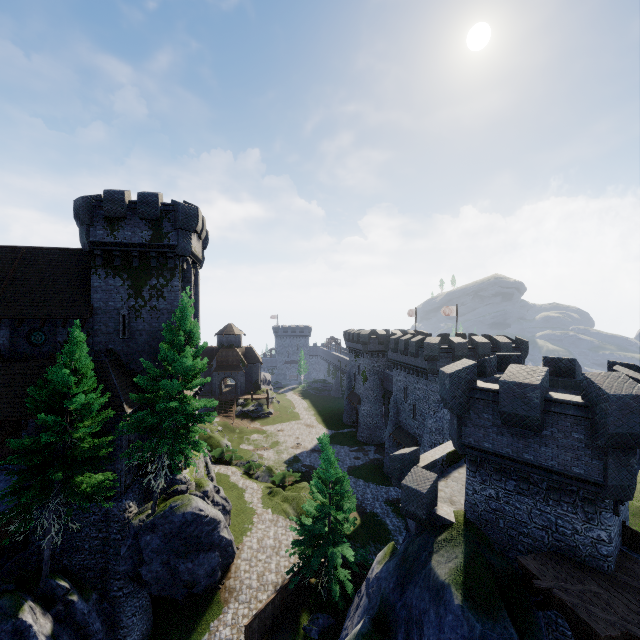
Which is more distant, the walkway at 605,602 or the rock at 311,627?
the rock at 311,627

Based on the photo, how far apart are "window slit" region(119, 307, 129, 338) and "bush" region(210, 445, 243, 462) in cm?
2055

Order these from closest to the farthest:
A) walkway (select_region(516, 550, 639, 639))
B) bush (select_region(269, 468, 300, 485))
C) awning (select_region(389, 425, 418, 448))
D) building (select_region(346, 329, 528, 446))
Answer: walkway (select_region(516, 550, 639, 639)) < building (select_region(346, 329, 528, 446)) < bush (select_region(269, 468, 300, 485)) < awning (select_region(389, 425, 418, 448))

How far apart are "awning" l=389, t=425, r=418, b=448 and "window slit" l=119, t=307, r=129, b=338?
28.4 meters

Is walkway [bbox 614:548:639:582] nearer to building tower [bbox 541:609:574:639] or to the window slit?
building tower [bbox 541:609:574:639]

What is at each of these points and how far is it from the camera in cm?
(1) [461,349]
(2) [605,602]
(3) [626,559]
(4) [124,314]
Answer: (1) building, 3116
(2) walkway, 980
(3) walkway, 1155
(4) window slit, 2320

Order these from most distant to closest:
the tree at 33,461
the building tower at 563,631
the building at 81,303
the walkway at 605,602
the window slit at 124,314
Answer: the window slit at 124,314 < the building at 81,303 < the tree at 33,461 < the building tower at 563,631 < the walkway at 605,602

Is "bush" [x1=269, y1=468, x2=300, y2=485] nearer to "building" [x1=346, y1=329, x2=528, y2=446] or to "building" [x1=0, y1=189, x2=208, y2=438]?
"building" [x1=0, y1=189, x2=208, y2=438]
